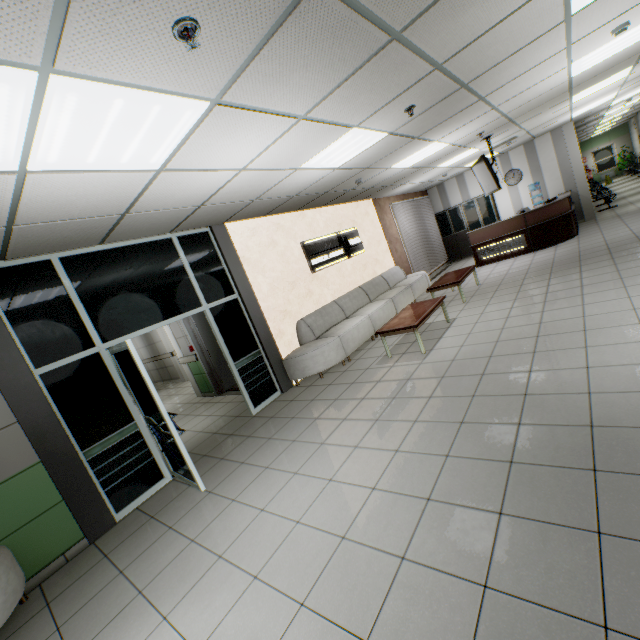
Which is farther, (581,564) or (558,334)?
(558,334)

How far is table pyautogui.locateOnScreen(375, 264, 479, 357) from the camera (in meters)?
5.27

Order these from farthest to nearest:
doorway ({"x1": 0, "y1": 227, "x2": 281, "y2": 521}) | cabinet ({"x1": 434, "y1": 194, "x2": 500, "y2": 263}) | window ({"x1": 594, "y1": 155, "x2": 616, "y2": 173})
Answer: window ({"x1": 594, "y1": 155, "x2": 616, "y2": 173})
cabinet ({"x1": 434, "y1": 194, "x2": 500, "y2": 263})
doorway ({"x1": 0, "y1": 227, "x2": 281, "y2": 521})

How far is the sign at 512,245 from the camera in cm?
961

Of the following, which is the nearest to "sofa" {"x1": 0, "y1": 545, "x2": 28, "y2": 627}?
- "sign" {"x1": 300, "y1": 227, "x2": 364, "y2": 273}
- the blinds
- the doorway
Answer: the doorway

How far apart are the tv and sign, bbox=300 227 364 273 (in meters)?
A: 3.21

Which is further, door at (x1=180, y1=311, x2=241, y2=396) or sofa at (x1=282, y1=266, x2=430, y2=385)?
door at (x1=180, y1=311, x2=241, y2=396)

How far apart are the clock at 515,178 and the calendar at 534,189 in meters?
0.3
